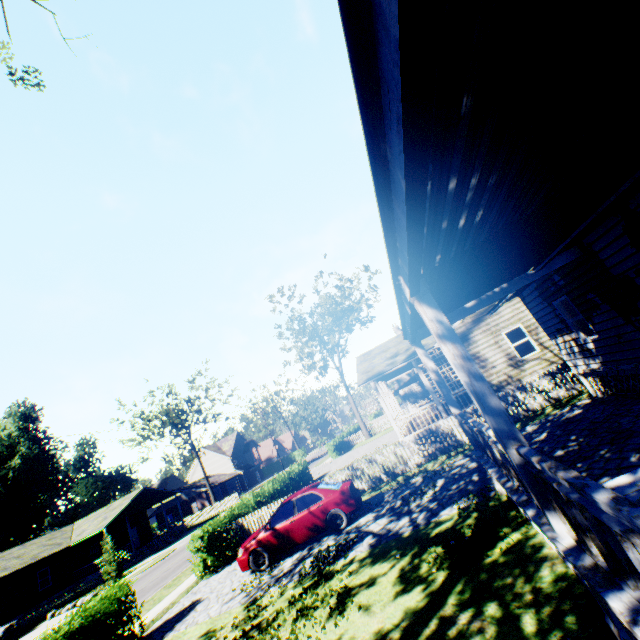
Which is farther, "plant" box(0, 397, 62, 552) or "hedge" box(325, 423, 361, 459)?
"plant" box(0, 397, 62, 552)

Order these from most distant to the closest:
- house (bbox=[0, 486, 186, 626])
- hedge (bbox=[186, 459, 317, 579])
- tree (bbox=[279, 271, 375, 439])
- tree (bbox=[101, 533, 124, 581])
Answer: tree (bbox=[279, 271, 375, 439]), house (bbox=[0, 486, 186, 626]), tree (bbox=[101, 533, 124, 581]), hedge (bbox=[186, 459, 317, 579])

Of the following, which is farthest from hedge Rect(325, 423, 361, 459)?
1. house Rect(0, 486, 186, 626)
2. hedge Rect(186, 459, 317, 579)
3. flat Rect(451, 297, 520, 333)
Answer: house Rect(0, 486, 186, 626)

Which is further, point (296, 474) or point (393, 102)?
point (296, 474)

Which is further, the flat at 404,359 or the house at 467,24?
the flat at 404,359

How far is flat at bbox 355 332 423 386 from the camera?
17.0m

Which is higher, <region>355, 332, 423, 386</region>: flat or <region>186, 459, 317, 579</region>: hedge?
<region>355, 332, 423, 386</region>: flat

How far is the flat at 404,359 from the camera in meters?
17.0
